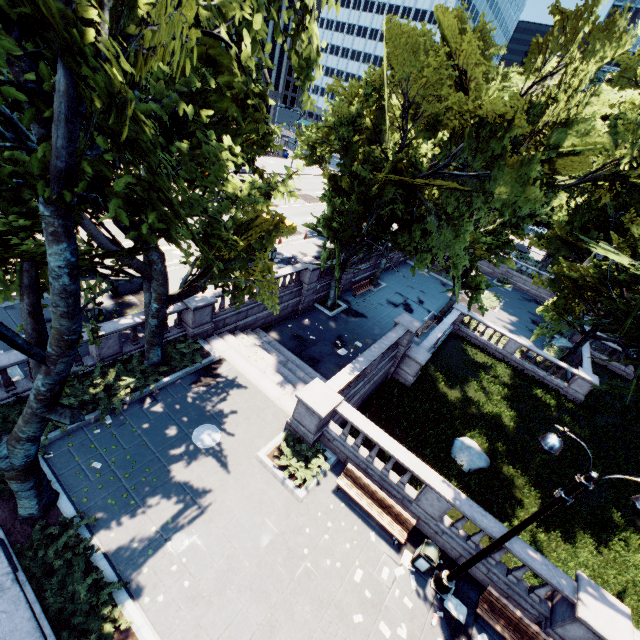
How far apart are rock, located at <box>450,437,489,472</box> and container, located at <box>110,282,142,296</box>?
19.6m

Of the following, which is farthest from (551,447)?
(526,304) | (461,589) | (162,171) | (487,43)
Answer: (526,304)

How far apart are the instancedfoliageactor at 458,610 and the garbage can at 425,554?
0.8 meters

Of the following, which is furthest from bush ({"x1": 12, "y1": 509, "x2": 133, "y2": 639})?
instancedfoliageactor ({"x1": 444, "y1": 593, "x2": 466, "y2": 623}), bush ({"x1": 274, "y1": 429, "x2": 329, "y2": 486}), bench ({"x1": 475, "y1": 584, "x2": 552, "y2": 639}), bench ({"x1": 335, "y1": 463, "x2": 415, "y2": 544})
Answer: bench ({"x1": 475, "y1": 584, "x2": 552, "y2": 639})

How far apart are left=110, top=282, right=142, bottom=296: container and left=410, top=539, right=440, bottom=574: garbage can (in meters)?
18.20

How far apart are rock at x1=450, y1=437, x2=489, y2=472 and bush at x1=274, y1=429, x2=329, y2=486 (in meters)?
8.47

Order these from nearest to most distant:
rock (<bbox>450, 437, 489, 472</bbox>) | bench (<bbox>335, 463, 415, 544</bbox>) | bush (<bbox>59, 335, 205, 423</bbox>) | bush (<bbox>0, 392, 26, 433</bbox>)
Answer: bush (<bbox>0, 392, 26, 433</bbox>), bench (<bbox>335, 463, 415, 544</bbox>), bush (<bbox>59, 335, 205, 423</bbox>), rock (<bbox>450, 437, 489, 472</bbox>)

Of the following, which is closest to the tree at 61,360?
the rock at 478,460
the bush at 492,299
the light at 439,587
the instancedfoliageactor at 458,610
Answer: the light at 439,587
